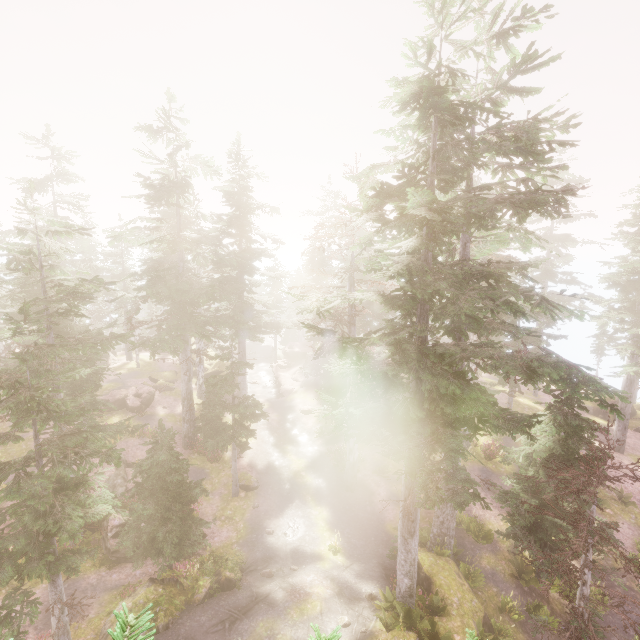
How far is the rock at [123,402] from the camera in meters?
29.8 m

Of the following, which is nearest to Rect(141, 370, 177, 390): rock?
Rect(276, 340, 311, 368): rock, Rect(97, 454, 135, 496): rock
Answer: Rect(97, 454, 135, 496): rock

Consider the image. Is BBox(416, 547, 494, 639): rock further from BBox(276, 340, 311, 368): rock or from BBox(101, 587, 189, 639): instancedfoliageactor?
BBox(276, 340, 311, 368): rock

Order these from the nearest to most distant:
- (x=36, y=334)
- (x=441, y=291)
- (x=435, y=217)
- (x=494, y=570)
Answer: (x=435, y=217)
(x=441, y=291)
(x=36, y=334)
(x=494, y=570)

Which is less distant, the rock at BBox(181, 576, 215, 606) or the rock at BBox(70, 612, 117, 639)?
the rock at BBox(70, 612, 117, 639)

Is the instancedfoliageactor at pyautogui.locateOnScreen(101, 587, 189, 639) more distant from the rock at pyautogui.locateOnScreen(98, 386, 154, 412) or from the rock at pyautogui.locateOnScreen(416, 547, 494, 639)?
the rock at pyautogui.locateOnScreen(98, 386, 154, 412)

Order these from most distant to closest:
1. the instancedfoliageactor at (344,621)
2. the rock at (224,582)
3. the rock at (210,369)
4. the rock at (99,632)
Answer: the rock at (210,369), the rock at (224,582), the rock at (99,632), the instancedfoliageactor at (344,621)

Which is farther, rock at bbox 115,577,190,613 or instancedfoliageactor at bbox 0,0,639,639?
rock at bbox 115,577,190,613
